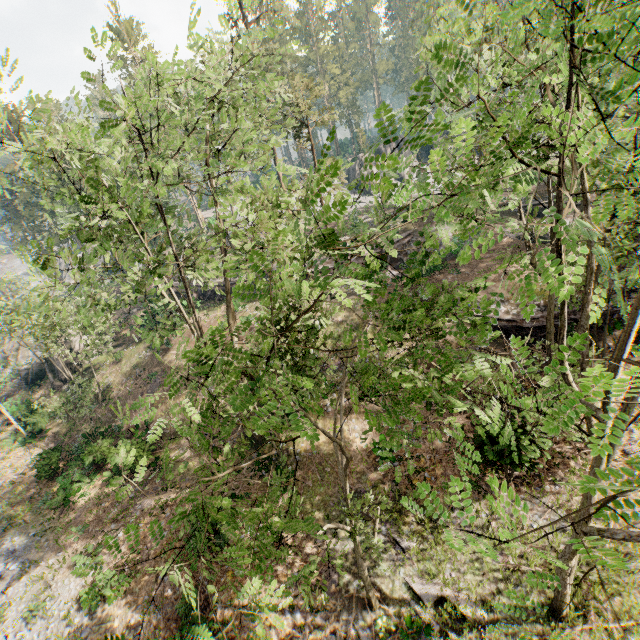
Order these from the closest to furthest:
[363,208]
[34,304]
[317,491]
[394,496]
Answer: [394,496], [317,491], [34,304], [363,208]

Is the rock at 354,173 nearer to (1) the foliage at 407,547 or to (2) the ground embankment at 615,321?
(1) the foliage at 407,547

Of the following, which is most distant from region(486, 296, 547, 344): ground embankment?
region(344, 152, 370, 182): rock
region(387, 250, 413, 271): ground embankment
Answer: region(344, 152, 370, 182): rock

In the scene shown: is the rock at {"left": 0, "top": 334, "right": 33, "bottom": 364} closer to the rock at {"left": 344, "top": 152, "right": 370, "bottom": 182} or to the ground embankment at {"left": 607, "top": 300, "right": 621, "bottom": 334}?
the ground embankment at {"left": 607, "top": 300, "right": 621, "bottom": 334}

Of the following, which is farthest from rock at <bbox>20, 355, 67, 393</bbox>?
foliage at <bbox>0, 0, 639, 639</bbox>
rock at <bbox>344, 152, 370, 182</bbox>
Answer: rock at <bbox>344, 152, 370, 182</bbox>

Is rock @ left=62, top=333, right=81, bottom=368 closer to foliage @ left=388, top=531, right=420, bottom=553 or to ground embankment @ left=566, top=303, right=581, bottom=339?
foliage @ left=388, top=531, right=420, bottom=553

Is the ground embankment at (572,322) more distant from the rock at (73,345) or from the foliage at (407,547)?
the rock at (73,345)

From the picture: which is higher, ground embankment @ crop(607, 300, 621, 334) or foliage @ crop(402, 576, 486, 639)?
ground embankment @ crop(607, 300, 621, 334)
